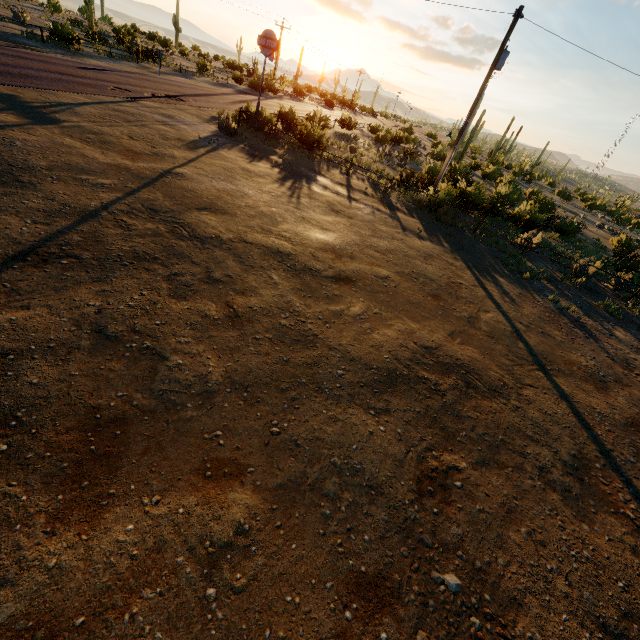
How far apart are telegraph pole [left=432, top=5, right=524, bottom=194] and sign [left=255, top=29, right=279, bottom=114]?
10.75m

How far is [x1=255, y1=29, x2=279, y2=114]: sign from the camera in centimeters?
1734cm

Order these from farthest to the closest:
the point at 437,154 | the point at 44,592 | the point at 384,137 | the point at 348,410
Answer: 1. the point at 437,154
2. the point at 384,137
3. the point at 348,410
4. the point at 44,592

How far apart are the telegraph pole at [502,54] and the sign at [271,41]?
10.75m

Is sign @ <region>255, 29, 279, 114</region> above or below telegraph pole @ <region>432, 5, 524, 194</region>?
below

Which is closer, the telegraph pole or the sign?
the telegraph pole

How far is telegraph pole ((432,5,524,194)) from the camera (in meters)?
13.34

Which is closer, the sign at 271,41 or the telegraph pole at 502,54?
the telegraph pole at 502,54
